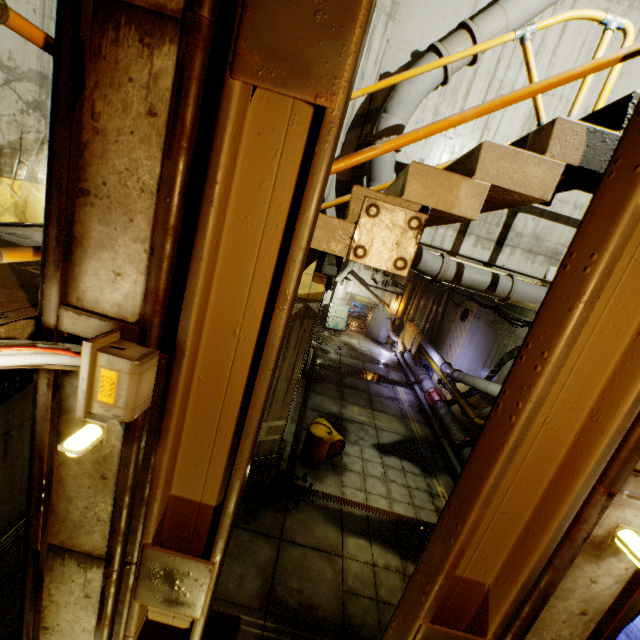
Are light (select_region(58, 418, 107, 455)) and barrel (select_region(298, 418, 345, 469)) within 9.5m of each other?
yes

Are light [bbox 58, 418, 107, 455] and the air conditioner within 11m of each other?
no

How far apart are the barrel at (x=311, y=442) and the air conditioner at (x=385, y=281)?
15.1m

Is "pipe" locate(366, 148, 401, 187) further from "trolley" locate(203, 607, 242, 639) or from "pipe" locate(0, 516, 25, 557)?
"trolley" locate(203, 607, 242, 639)

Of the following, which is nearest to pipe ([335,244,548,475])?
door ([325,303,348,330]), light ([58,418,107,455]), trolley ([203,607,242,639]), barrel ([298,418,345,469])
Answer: door ([325,303,348,330])

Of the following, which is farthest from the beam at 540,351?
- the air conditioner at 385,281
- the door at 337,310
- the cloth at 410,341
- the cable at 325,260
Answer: the door at 337,310

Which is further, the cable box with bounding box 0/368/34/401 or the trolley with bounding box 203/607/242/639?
the trolley with bounding box 203/607/242/639

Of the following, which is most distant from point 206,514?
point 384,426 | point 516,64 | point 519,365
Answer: point 384,426
